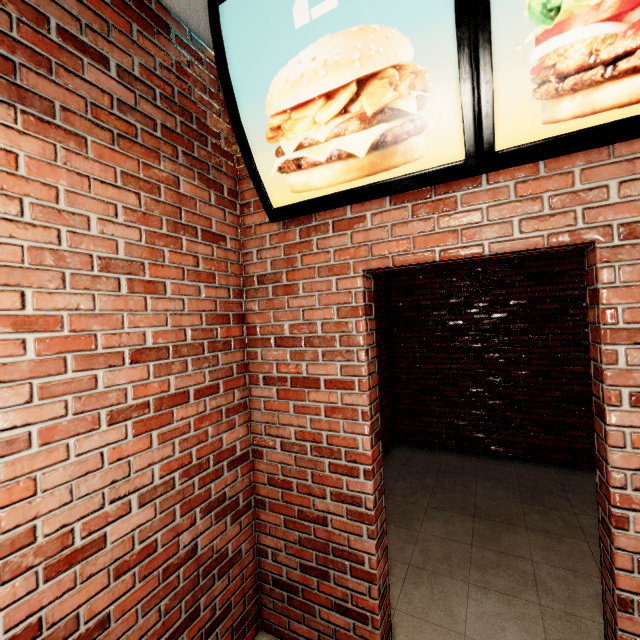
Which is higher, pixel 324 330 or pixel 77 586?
pixel 324 330
